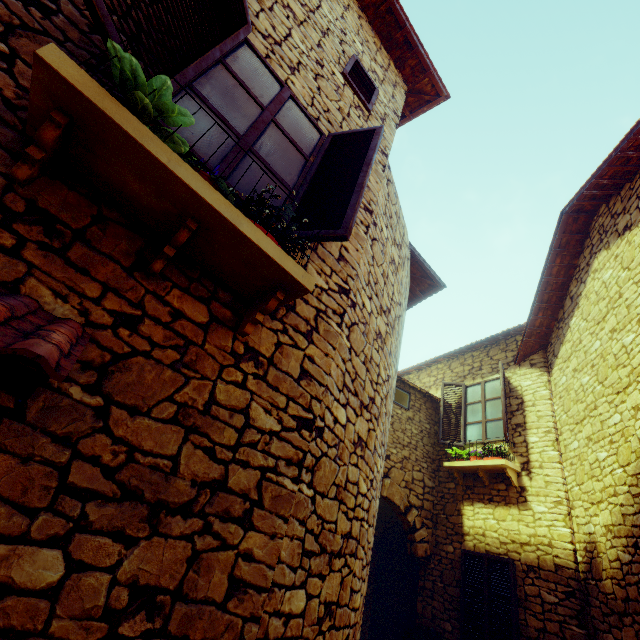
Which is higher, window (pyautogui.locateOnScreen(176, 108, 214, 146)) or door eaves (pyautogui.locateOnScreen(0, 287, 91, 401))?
window (pyautogui.locateOnScreen(176, 108, 214, 146))

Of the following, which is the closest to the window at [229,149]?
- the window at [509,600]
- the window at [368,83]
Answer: the window at [368,83]

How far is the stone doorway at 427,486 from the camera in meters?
7.1

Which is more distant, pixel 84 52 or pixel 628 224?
pixel 628 224

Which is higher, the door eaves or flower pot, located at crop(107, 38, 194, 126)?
flower pot, located at crop(107, 38, 194, 126)

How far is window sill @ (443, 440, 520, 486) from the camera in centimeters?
628cm

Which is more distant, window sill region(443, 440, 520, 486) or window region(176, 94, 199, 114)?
window sill region(443, 440, 520, 486)
